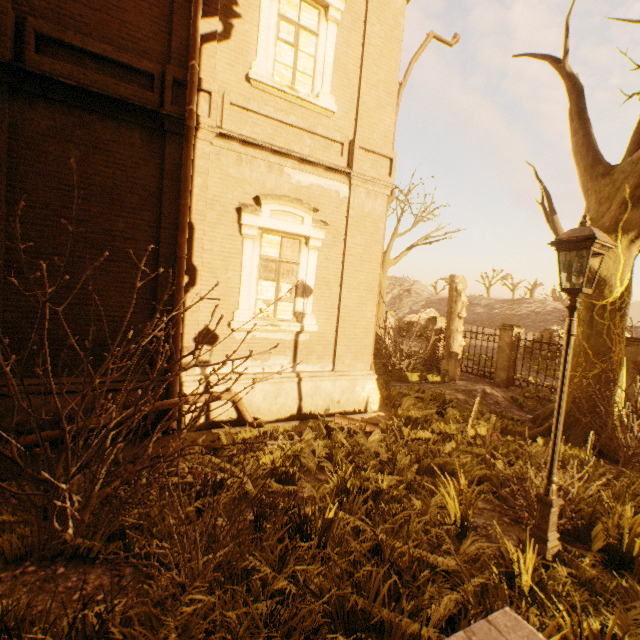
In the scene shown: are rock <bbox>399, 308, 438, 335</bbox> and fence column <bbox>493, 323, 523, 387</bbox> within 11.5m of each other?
no

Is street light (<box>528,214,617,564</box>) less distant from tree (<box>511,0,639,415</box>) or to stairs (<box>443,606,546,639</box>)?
stairs (<box>443,606,546,639</box>)

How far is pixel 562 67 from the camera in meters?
6.5

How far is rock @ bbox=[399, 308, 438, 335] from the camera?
32.88m

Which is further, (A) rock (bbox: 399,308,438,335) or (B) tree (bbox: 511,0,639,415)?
(A) rock (bbox: 399,308,438,335)

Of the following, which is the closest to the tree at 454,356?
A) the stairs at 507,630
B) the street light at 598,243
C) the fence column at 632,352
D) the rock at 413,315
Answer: the stairs at 507,630

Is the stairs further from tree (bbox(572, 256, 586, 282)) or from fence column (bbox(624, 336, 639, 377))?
tree (bbox(572, 256, 586, 282))

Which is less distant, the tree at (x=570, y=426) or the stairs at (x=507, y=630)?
the stairs at (x=507, y=630)
